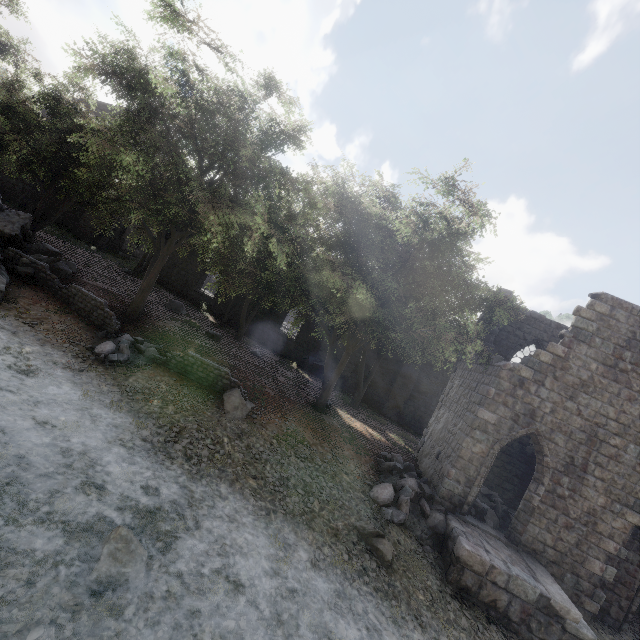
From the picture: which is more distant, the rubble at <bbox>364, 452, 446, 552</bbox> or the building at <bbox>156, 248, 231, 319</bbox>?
the building at <bbox>156, 248, 231, 319</bbox>

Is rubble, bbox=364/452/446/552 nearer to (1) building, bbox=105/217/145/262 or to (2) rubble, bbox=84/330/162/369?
(1) building, bbox=105/217/145/262

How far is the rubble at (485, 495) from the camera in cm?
1227

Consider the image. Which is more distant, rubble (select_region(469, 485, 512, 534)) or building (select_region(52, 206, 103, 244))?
building (select_region(52, 206, 103, 244))

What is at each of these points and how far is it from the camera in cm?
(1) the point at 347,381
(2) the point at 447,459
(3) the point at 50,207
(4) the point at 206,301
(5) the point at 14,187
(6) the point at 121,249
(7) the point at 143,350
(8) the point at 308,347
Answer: (1) building, 2648
(2) building, 1278
(3) building, 2883
(4) building, 2859
(5) building, 2841
(6) building, 3125
(7) rubble, 1236
(8) building, 2711

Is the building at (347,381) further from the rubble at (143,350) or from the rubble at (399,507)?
the rubble at (143,350)

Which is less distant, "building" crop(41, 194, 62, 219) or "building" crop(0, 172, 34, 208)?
"building" crop(0, 172, 34, 208)

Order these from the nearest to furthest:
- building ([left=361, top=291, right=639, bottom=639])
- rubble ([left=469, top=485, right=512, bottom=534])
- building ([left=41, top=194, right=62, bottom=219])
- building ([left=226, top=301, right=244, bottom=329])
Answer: building ([left=361, top=291, right=639, bottom=639]) → rubble ([left=469, top=485, right=512, bottom=534]) → building ([left=226, top=301, right=244, bottom=329]) → building ([left=41, top=194, right=62, bottom=219])
